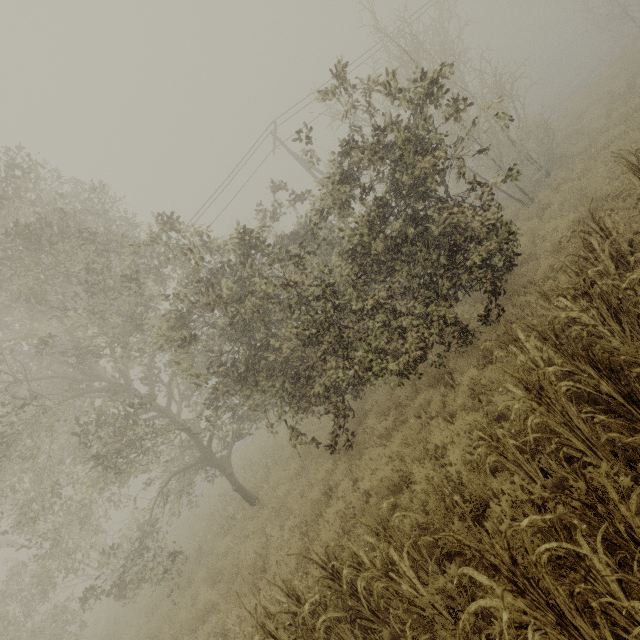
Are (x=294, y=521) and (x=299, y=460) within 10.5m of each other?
Answer: yes
